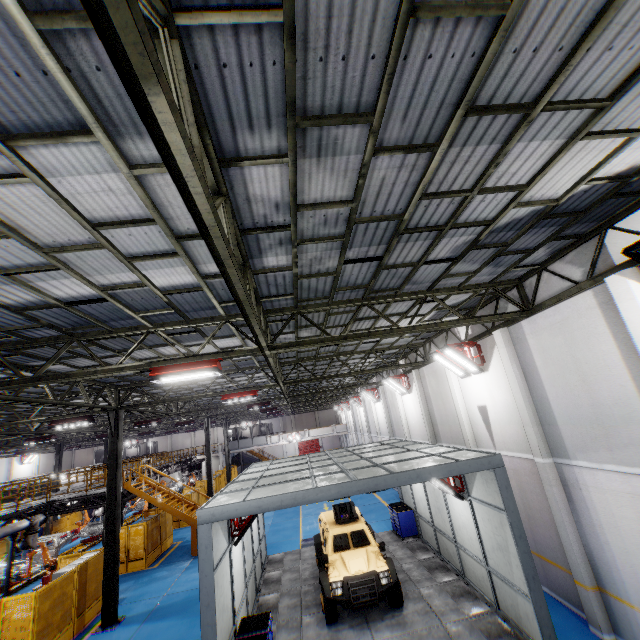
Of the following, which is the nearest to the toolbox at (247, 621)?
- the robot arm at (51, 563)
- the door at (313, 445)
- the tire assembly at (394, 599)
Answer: the tire assembly at (394, 599)

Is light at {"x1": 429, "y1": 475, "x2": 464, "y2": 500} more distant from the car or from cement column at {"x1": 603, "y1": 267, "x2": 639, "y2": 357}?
cement column at {"x1": 603, "y1": 267, "x2": 639, "y2": 357}

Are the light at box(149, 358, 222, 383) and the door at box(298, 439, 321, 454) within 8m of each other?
no

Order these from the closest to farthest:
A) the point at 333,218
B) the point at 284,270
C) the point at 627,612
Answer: the point at 333,218 < the point at 284,270 < the point at 627,612

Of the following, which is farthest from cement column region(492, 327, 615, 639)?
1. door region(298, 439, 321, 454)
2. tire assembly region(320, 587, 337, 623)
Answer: door region(298, 439, 321, 454)

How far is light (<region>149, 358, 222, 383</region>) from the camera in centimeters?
771cm

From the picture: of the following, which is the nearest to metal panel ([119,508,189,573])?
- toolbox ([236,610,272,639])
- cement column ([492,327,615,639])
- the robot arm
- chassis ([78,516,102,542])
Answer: the robot arm

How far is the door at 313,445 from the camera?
57.0 meters
